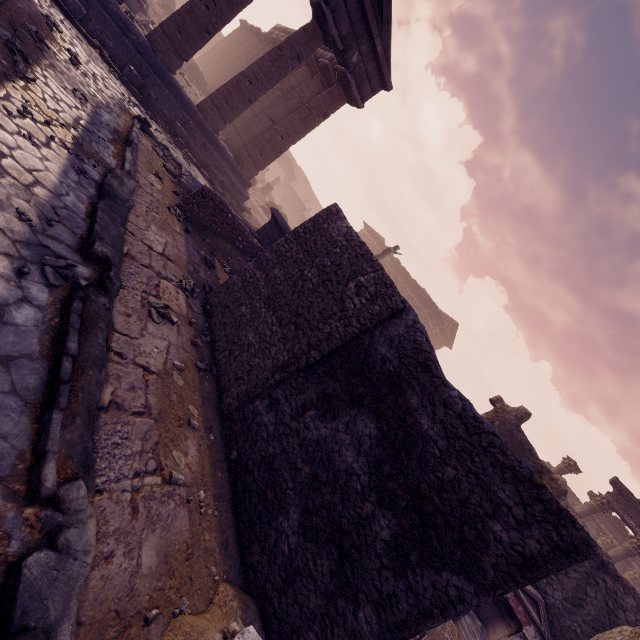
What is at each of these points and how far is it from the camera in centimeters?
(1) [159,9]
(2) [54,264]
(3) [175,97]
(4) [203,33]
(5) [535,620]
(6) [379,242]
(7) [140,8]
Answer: (1) sculpture, 1883cm
(2) stone, 333cm
(3) building base, 1077cm
(4) column, 1002cm
(5) altar, 729cm
(6) building, 3684cm
(7) debris pile, 1248cm

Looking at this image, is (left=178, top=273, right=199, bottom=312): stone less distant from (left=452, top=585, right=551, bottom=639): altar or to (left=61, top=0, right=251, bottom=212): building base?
(left=61, top=0, right=251, bottom=212): building base

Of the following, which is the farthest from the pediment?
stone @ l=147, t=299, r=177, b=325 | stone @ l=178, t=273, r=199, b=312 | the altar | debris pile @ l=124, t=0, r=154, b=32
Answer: the altar

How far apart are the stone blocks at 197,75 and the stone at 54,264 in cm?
2091

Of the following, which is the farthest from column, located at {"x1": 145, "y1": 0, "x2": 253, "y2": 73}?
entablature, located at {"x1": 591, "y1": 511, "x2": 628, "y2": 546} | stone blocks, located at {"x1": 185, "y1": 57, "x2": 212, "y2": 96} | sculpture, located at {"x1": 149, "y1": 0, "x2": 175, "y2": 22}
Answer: entablature, located at {"x1": 591, "y1": 511, "x2": 628, "y2": 546}

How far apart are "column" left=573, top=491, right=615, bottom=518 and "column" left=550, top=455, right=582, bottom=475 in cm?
85

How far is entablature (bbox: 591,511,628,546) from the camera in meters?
18.6

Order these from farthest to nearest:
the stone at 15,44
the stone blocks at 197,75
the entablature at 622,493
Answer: the stone blocks at 197,75 < the entablature at 622,493 < the stone at 15,44
